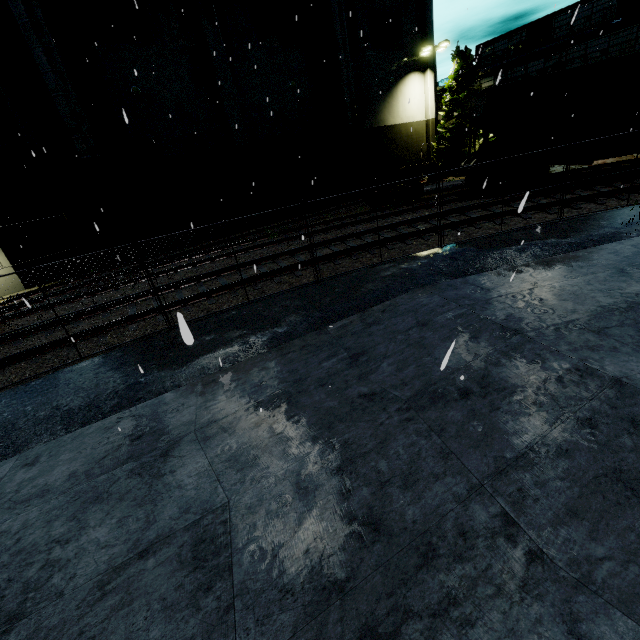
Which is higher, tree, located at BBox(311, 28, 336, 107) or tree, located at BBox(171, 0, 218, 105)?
tree, located at BBox(311, 28, 336, 107)

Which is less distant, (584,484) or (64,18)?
(584,484)

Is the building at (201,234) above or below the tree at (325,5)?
below

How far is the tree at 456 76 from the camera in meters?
25.7

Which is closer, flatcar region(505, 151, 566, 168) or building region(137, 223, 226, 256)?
flatcar region(505, 151, 566, 168)

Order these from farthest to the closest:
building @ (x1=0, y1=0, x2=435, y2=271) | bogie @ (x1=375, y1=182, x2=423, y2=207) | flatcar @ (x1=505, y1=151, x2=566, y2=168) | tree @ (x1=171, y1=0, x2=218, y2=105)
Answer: bogie @ (x1=375, y1=182, x2=423, y2=207)
tree @ (x1=171, y1=0, x2=218, y2=105)
building @ (x1=0, y1=0, x2=435, y2=271)
flatcar @ (x1=505, y1=151, x2=566, y2=168)

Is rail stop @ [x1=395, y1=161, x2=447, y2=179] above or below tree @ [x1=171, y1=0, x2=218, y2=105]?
below

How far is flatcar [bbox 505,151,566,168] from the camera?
14.0m
